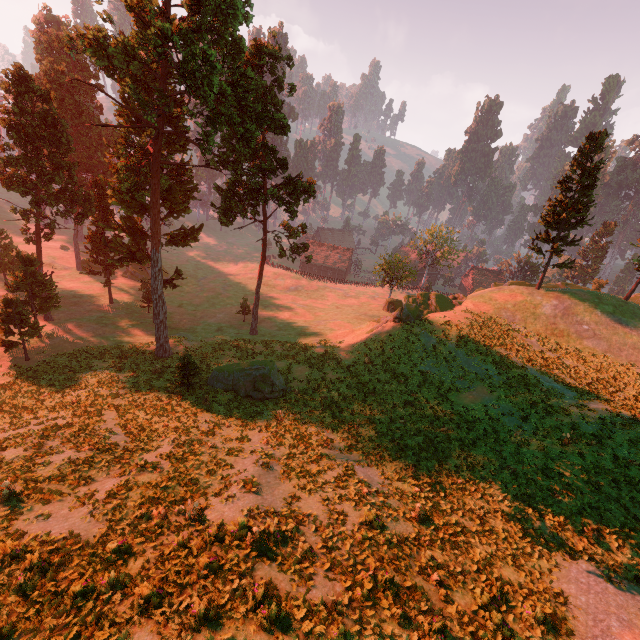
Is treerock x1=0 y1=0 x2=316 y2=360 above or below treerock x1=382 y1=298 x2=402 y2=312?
above

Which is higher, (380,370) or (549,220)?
(549,220)

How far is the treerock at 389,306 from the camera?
56.4 meters

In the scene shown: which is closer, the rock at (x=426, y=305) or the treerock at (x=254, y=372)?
the treerock at (x=254, y=372)

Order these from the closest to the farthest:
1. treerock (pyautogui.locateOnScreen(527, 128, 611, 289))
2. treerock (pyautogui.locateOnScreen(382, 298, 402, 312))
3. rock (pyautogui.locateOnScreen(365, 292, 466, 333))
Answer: treerock (pyautogui.locateOnScreen(527, 128, 611, 289))
rock (pyautogui.locateOnScreen(365, 292, 466, 333))
treerock (pyautogui.locateOnScreen(382, 298, 402, 312))

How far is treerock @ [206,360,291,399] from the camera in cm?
2556

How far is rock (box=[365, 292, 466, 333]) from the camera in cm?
3400
